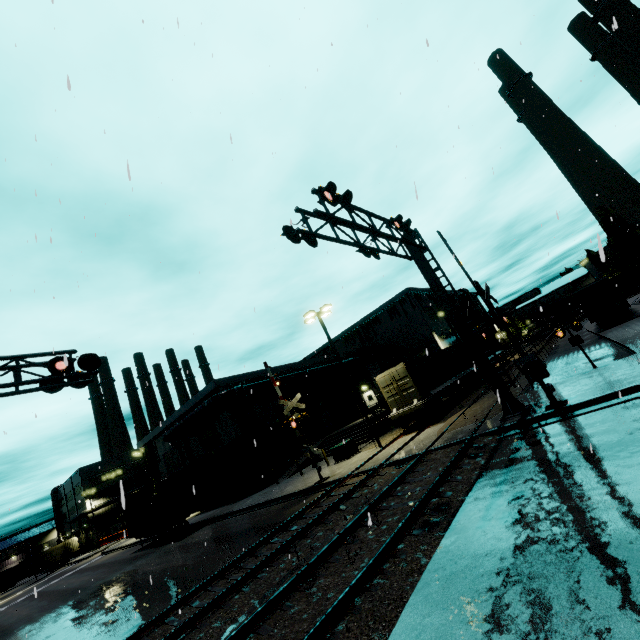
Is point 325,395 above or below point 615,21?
above

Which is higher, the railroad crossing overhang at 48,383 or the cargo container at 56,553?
the railroad crossing overhang at 48,383

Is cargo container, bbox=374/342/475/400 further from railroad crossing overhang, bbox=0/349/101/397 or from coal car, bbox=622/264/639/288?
coal car, bbox=622/264/639/288

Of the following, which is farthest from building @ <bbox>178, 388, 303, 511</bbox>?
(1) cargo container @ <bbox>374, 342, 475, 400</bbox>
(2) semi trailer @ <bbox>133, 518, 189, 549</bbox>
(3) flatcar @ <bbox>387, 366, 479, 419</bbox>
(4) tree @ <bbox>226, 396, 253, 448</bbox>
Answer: (2) semi trailer @ <bbox>133, 518, 189, 549</bbox>

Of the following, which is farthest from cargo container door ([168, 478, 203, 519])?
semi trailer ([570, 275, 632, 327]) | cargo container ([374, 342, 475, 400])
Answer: semi trailer ([570, 275, 632, 327])

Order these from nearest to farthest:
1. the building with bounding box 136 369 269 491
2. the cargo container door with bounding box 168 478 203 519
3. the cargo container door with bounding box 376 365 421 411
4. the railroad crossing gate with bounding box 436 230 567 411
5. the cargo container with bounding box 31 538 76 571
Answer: the railroad crossing gate with bounding box 436 230 567 411
the cargo container door with bounding box 376 365 421 411
the cargo container door with bounding box 168 478 203 519
the building with bounding box 136 369 269 491
the cargo container with bounding box 31 538 76 571

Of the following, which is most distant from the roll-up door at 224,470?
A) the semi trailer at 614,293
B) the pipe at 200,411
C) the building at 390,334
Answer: the semi trailer at 614,293

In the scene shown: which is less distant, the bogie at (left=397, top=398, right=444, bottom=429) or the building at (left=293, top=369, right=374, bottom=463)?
the bogie at (left=397, top=398, right=444, bottom=429)
